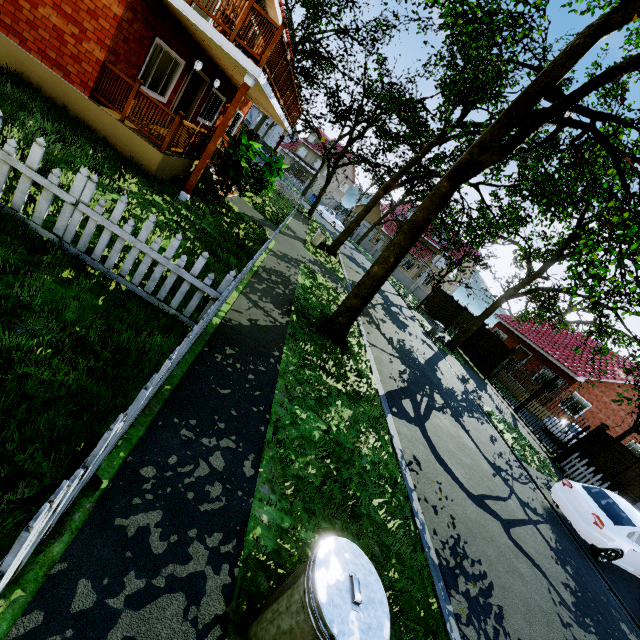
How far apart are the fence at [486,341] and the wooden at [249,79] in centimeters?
1940cm

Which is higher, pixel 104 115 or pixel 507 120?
pixel 507 120

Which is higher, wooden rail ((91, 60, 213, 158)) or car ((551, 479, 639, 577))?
wooden rail ((91, 60, 213, 158))

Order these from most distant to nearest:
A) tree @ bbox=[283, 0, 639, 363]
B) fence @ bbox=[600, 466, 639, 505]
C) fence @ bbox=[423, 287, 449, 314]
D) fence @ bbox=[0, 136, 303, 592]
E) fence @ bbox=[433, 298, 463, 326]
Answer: fence @ bbox=[423, 287, 449, 314] < fence @ bbox=[433, 298, 463, 326] < fence @ bbox=[600, 466, 639, 505] < tree @ bbox=[283, 0, 639, 363] < fence @ bbox=[0, 136, 303, 592]

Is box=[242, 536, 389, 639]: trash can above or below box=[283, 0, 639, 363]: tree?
below

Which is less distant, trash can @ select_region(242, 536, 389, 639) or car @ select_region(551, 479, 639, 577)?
trash can @ select_region(242, 536, 389, 639)

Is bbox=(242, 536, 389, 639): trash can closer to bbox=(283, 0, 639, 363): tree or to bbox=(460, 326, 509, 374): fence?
bbox=(283, 0, 639, 363): tree

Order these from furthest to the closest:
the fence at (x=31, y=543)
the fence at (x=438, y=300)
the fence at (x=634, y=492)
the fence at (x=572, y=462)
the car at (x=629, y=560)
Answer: the fence at (x=438, y=300) → the fence at (x=634, y=492) → the fence at (x=572, y=462) → the car at (x=629, y=560) → the fence at (x=31, y=543)
